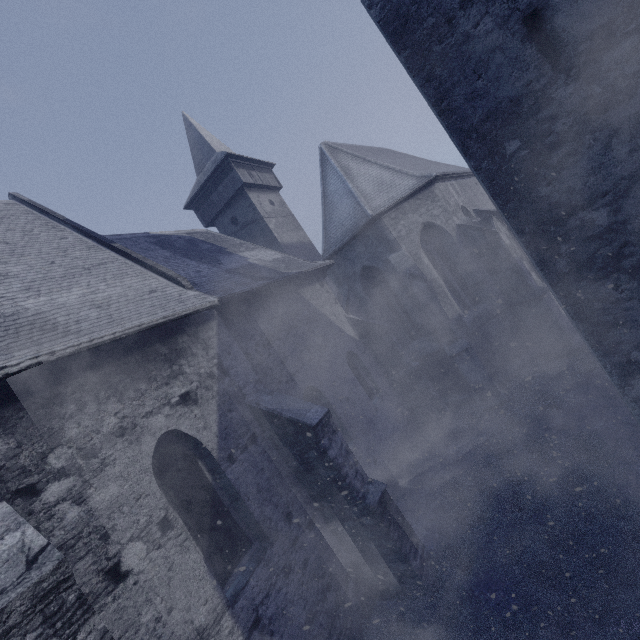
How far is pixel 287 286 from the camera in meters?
10.5
